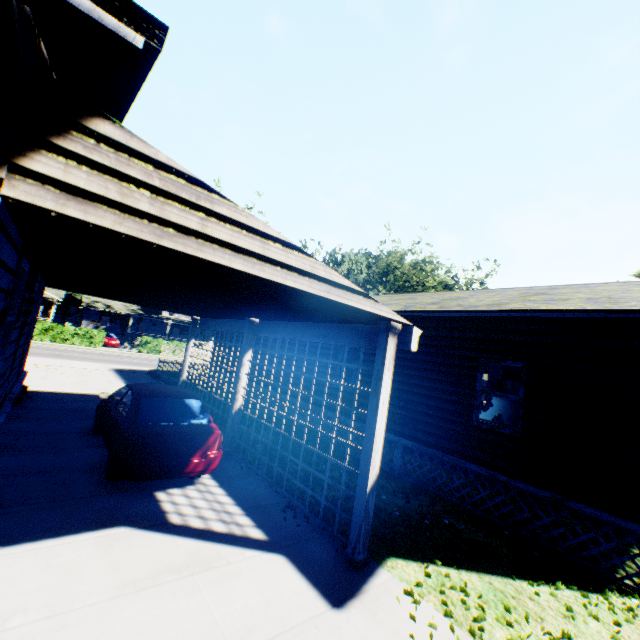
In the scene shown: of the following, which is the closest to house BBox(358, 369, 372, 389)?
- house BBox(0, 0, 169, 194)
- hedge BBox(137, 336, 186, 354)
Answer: house BBox(0, 0, 169, 194)

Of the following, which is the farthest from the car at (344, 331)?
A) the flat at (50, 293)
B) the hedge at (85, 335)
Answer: the flat at (50, 293)

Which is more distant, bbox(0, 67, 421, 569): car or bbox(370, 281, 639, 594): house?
bbox(370, 281, 639, 594): house

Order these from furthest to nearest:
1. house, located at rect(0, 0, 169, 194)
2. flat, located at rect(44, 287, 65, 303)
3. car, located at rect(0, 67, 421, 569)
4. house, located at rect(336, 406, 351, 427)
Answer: flat, located at rect(44, 287, 65, 303) < house, located at rect(336, 406, 351, 427) < car, located at rect(0, 67, 421, 569) < house, located at rect(0, 0, 169, 194)

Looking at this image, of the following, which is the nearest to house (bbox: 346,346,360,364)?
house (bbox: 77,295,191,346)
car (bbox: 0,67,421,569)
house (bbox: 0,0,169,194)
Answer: car (bbox: 0,67,421,569)

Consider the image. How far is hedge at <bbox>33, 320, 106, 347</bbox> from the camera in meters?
29.6 m

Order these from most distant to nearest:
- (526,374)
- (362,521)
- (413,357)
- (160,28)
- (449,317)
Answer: (413,357) < (449,317) < (526,374) < (362,521) < (160,28)

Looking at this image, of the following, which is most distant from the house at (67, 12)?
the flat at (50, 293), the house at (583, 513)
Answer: the flat at (50, 293)
